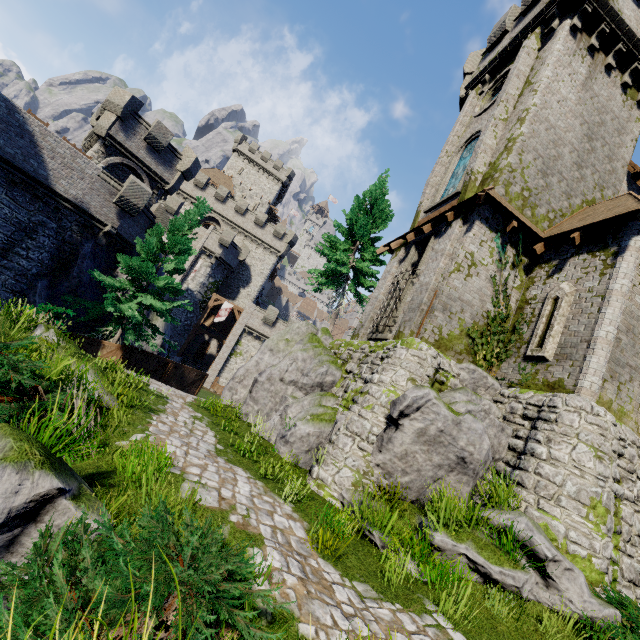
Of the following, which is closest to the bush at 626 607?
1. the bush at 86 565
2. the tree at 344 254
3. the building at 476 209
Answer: the building at 476 209

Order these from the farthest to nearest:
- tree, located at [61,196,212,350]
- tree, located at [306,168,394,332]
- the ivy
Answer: tree, located at [306,168,394,332]
tree, located at [61,196,212,350]
the ivy

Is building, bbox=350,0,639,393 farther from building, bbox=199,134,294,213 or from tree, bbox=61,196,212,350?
building, bbox=199,134,294,213

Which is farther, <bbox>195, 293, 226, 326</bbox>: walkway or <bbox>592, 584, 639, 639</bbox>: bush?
<bbox>195, 293, 226, 326</bbox>: walkway

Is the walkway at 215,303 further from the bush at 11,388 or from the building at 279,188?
the bush at 11,388

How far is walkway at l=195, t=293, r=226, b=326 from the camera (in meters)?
36.91

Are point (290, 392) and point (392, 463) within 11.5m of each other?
yes

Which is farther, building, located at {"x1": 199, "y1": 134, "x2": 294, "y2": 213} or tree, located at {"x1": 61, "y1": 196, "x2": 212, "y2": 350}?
building, located at {"x1": 199, "y1": 134, "x2": 294, "y2": 213}
